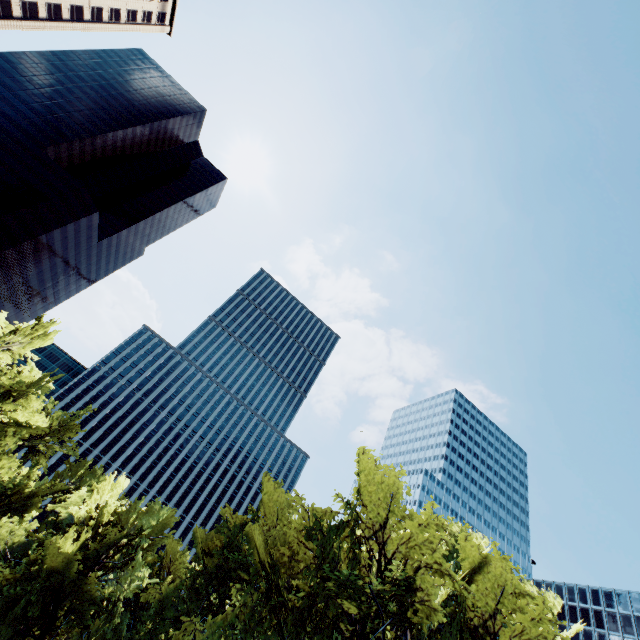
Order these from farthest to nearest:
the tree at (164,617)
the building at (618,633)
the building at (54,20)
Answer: the building at (618,633) < the building at (54,20) < the tree at (164,617)

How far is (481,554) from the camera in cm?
1673

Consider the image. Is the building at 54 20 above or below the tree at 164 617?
above

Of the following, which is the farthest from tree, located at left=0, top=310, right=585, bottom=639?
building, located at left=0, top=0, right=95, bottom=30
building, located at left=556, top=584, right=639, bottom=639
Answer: building, located at left=556, top=584, right=639, bottom=639

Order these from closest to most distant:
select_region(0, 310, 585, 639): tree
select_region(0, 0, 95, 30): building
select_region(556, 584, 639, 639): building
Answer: select_region(0, 310, 585, 639): tree
select_region(0, 0, 95, 30): building
select_region(556, 584, 639, 639): building

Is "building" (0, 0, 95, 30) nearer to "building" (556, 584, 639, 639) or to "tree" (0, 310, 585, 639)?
"tree" (0, 310, 585, 639)

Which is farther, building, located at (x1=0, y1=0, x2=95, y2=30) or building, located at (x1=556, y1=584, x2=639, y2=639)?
building, located at (x1=556, y1=584, x2=639, y2=639)
